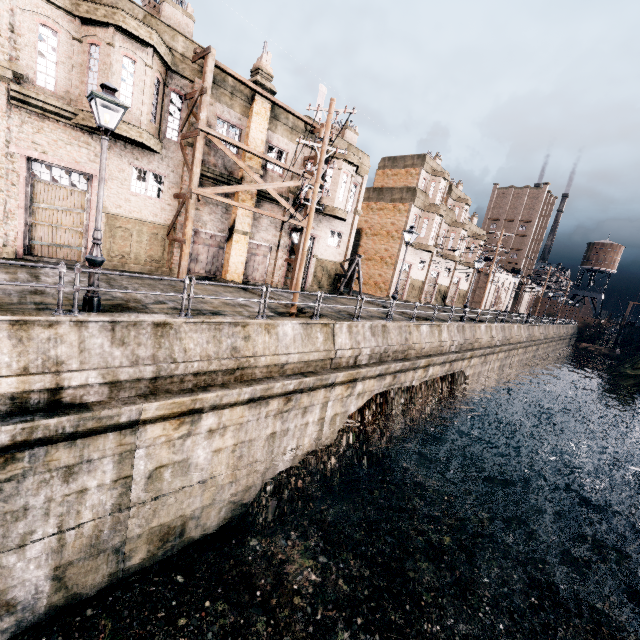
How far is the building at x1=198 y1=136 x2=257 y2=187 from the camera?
19.05m

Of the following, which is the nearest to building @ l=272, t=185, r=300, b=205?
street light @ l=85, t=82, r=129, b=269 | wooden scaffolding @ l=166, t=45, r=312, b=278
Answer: wooden scaffolding @ l=166, t=45, r=312, b=278

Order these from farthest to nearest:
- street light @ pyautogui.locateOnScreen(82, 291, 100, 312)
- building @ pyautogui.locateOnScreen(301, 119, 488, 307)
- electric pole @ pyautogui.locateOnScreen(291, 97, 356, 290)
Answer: building @ pyautogui.locateOnScreen(301, 119, 488, 307), electric pole @ pyautogui.locateOnScreen(291, 97, 356, 290), street light @ pyautogui.locateOnScreen(82, 291, 100, 312)

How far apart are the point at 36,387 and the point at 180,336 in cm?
355

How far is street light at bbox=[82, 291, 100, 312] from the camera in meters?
8.8

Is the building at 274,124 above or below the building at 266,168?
above

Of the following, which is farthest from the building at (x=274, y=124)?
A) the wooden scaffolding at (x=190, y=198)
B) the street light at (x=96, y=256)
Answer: the street light at (x=96, y=256)
